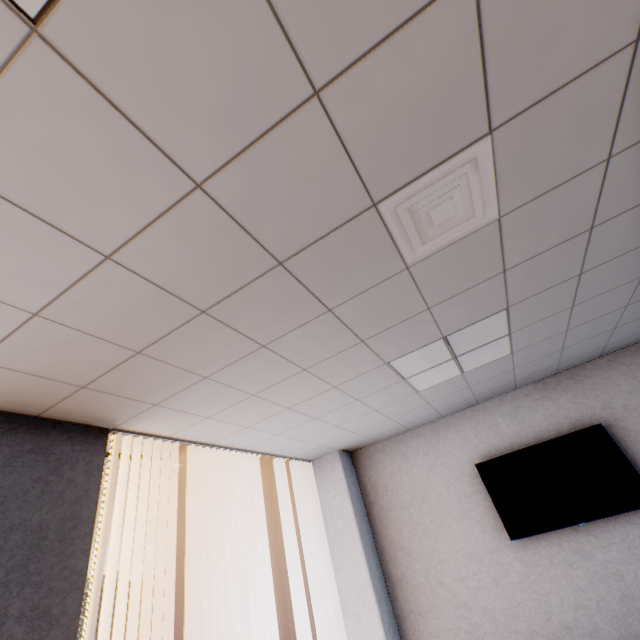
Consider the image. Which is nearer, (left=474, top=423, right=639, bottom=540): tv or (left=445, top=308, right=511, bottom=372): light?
(left=445, top=308, right=511, bottom=372): light

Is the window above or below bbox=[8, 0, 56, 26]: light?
below

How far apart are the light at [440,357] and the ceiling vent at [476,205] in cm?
101

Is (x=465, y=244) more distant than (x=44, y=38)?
Yes

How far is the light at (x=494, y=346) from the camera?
2.5m

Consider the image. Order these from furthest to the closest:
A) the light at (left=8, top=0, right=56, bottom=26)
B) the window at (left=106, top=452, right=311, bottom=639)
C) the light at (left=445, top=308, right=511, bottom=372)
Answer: the window at (left=106, top=452, right=311, bottom=639), the light at (left=445, top=308, right=511, bottom=372), the light at (left=8, top=0, right=56, bottom=26)

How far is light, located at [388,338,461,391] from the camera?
2.7 meters
